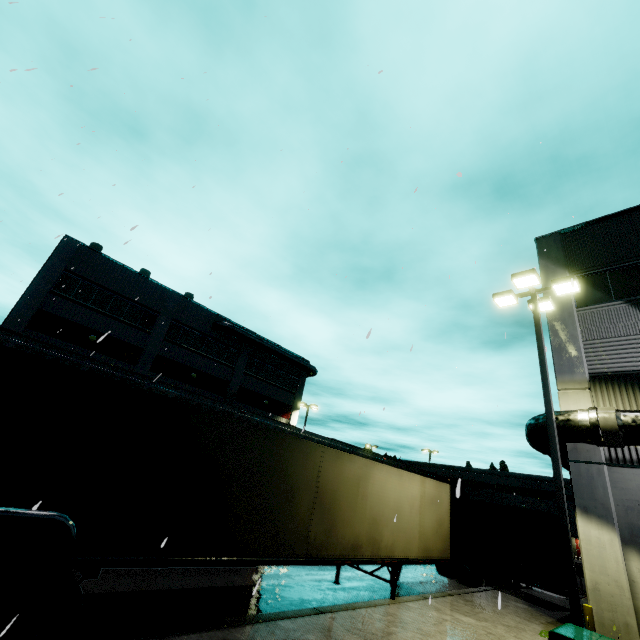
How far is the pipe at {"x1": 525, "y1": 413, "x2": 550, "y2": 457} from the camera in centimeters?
1109cm

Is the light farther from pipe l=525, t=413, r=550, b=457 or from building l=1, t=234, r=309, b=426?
pipe l=525, t=413, r=550, b=457

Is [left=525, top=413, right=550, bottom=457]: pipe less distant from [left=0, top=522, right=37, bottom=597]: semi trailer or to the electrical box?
[left=0, top=522, right=37, bottom=597]: semi trailer

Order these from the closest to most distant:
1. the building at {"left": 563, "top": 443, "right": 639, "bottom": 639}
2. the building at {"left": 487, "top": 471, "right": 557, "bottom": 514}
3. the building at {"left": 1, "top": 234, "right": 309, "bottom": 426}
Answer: the building at {"left": 563, "top": 443, "right": 639, "bottom": 639} < the building at {"left": 1, "top": 234, "right": 309, "bottom": 426} < the building at {"left": 487, "top": 471, "right": 557, "bottom": 514}

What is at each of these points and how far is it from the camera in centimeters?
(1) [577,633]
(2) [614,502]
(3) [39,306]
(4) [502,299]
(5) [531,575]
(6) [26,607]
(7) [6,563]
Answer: (1) electrical box, 630cm
(2) building, 999cm
(3) building, 2136cm
(4) light, 1153cm
(5) semi trailer, 1833cm
(6) semi trailer, 430cm
(7) semi trailer, 420cm

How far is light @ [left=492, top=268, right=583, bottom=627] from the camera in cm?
738

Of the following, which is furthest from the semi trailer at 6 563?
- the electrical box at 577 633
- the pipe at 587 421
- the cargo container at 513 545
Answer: the electrical box at 577 633

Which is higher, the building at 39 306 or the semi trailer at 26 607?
the building at 39 306
